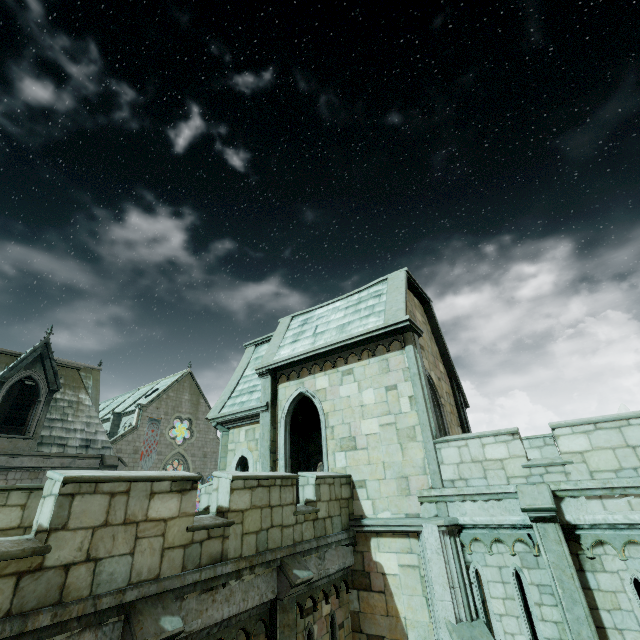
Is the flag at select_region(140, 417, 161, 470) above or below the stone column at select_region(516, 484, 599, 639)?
above

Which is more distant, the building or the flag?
the flag

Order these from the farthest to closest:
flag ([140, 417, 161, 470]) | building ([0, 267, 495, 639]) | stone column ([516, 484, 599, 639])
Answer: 1. flag ([140, 417, 161, 470])
2. stone column ([516, 484, 599, 639])
3. building ([0, 267, 495, 639])

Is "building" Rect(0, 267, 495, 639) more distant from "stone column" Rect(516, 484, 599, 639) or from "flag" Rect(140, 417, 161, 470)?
"stone column" Rect(516, 484, 599, 639)

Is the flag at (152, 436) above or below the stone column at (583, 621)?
above

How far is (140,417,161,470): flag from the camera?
36.8m

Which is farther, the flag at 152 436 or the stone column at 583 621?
the flag at 152 436

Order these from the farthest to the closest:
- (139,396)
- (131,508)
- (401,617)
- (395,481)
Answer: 1. (139,396)
2. (395,481)
3. (401,617)
4. (131,508)
